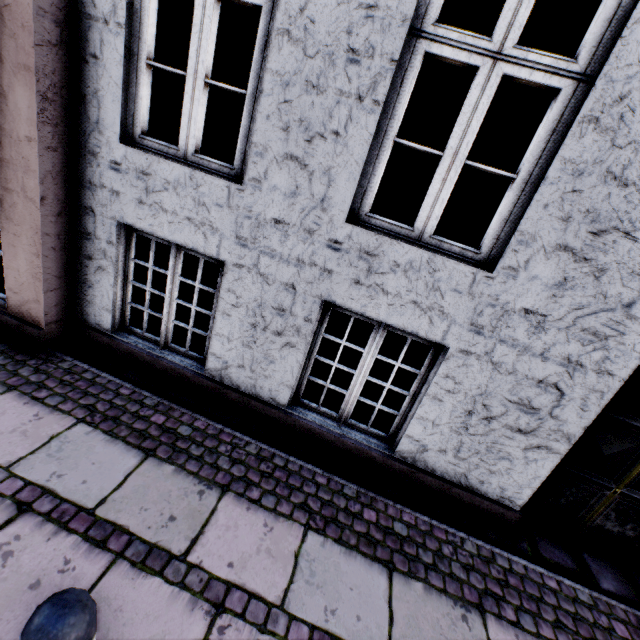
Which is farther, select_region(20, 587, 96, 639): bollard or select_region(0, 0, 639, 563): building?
select_region(0, 0, 639, 563): building

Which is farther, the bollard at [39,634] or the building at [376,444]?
the building at [376,444]

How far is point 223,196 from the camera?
2.59m
